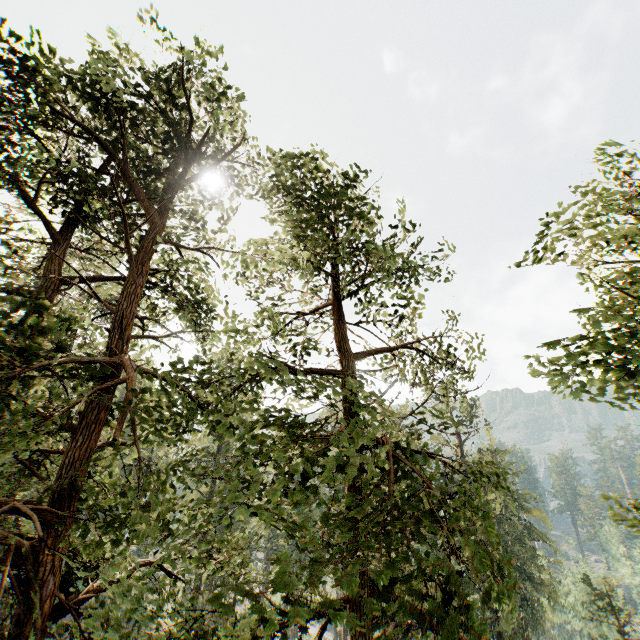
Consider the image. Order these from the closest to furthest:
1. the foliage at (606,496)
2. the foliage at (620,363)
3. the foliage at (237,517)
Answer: the foliage at (237,517), the foliage at (620,363), the foliage at (606,496)

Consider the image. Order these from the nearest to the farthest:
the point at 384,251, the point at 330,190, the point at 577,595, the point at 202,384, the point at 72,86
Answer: the point at 384,251 < the point at 202,384 < the point at 72,86 < the point at 330,190 < the point at 577,595

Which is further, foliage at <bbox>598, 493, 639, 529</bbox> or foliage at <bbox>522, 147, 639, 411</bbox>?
foliage at <bbox>598, 493, 639, 529</bbox>

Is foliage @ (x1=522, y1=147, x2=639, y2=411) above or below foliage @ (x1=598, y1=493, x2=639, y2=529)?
above

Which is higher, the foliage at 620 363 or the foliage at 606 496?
the foliage at 620 363

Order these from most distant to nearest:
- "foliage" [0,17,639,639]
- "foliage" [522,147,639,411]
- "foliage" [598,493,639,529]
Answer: "foliage" [598,493,639,529], "foliage" [522,147,639,411], "foliage" [0,17,639,639]
